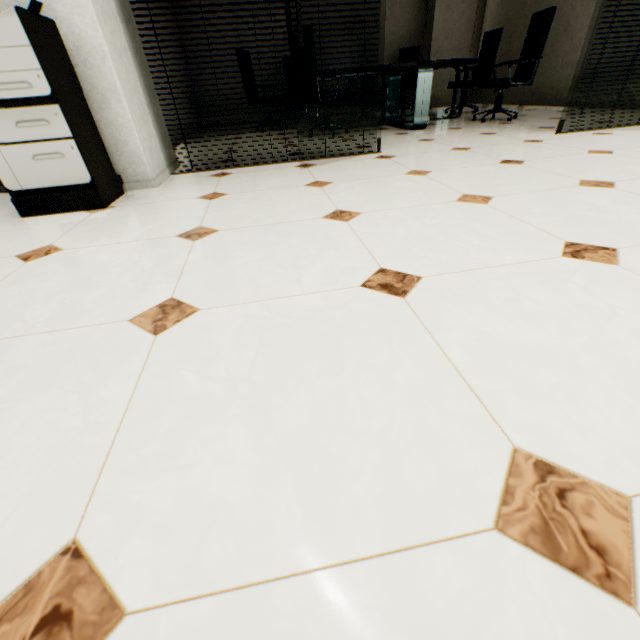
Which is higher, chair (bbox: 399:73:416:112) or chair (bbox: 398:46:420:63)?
chair (bbox: 398:46:420:63)

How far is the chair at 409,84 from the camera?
7.0m

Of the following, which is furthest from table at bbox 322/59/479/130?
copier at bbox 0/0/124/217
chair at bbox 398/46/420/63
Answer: copier at bbox 0/0/124/217

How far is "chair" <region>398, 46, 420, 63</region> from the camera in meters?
7.0 m

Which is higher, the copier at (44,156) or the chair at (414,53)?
the chair at (414,53)

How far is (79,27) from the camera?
2.01m

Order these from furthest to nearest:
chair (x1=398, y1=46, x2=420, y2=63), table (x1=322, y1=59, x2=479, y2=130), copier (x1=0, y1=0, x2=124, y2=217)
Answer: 1. chair (x1=398, y1=46, x2=420, y2=63)
2. table (x1=322, y1=59, x2=479, y2=130)
3. copier (x1=0, y1=0, x2=124, y2=217)
